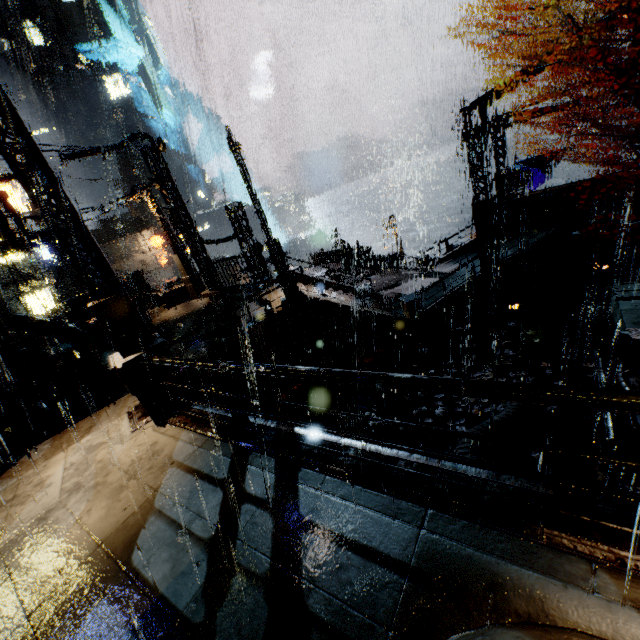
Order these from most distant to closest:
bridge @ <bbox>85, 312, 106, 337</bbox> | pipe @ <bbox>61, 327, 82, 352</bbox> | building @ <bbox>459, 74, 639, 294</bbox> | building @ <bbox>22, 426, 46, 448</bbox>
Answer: bridge @ <bbox>85, 312, 106, 337</bbox>
pipe @ <bbox>61, 327, 82, 352</bbox>
building @ <bbox>459, 74, 639, 294</bbox>
building @ <bbox>22, 426, 46, 448</bbox>

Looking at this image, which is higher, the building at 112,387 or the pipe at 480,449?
the building at 112,387

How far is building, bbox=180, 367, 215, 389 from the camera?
12.2m

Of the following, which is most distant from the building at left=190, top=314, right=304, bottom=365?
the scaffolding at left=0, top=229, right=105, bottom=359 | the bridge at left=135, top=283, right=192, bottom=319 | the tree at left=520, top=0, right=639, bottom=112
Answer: the tree at left=520, top=0, right=639, bottom=112

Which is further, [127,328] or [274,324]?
[274,324]

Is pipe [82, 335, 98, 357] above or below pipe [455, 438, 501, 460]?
above

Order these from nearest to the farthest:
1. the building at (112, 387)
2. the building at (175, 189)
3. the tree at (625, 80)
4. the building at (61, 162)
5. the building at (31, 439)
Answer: the tree at (625, 80) → the building at (31, 439) → the building at (112, 387) → the building at (61, 162) → the building at (175, 189)

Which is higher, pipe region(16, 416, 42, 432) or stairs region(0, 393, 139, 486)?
stairs region(0, 393, 139, 486)
